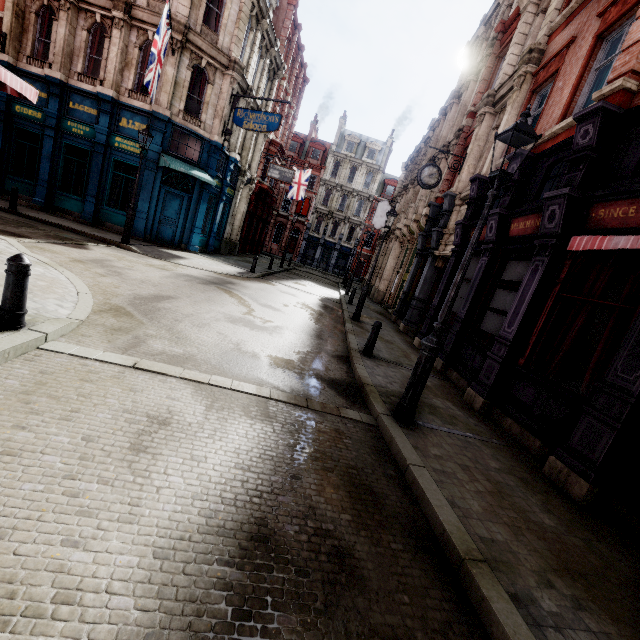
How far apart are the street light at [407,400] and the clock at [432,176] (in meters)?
9.46

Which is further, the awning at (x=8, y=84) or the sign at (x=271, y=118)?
the sign at (x=271, y=118)

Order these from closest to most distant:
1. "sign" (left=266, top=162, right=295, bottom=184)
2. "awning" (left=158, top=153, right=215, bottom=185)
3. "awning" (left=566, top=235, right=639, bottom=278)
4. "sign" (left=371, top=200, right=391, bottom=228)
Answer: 1. "awning" (left=566, top=235, right=639, bottom=278)
2. "awning" (left=158, top=153, right=215, bottom=185)
3. "sign" (left=266, top=162, right=295, bottom=184)
4. "sign" (left=371, top=200, right=391, bottom=228)

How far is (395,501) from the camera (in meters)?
3.53

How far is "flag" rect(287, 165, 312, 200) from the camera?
31.34m

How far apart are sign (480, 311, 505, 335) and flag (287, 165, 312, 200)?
26.2 meters

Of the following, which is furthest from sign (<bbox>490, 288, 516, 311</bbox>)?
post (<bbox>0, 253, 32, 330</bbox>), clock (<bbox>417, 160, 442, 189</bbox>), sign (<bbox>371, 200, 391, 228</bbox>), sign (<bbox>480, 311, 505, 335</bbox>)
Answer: sign (<bbox>371, 200, 391, 228</bbox>)

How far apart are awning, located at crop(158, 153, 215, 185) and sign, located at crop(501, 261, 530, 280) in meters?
14.0
